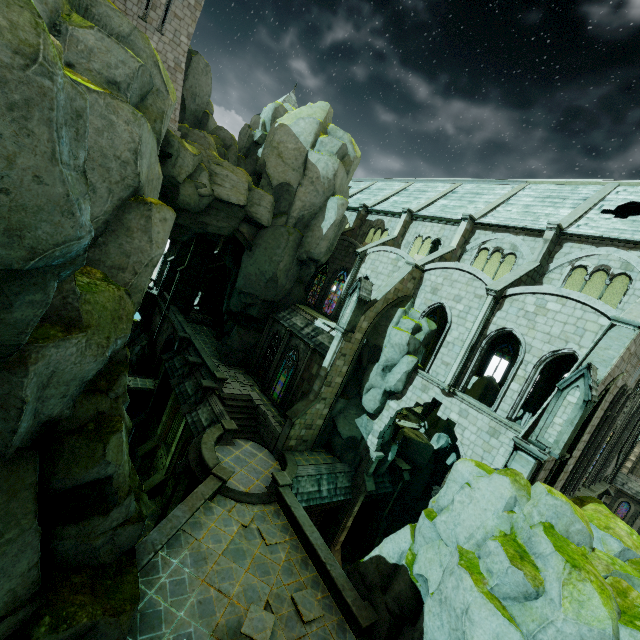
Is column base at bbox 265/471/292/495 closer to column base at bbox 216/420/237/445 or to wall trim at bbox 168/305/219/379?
column base at bbox 216/420/237/445

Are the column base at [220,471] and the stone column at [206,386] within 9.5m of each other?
yes

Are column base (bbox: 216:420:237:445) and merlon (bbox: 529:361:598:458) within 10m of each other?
no

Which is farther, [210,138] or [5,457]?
[210,138]

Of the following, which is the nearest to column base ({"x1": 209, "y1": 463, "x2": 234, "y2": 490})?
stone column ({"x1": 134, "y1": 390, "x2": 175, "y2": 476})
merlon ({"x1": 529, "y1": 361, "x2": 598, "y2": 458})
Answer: stone column ({"x1": 134, "y1": 390, "x2": 175, "y2": 476})

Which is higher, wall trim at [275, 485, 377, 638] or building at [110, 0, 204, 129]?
building at [110, 0, 204, 129]

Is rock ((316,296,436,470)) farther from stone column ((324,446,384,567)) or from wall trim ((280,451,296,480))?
wall trim ((280,451,296,480))

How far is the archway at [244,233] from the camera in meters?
25.3 m
